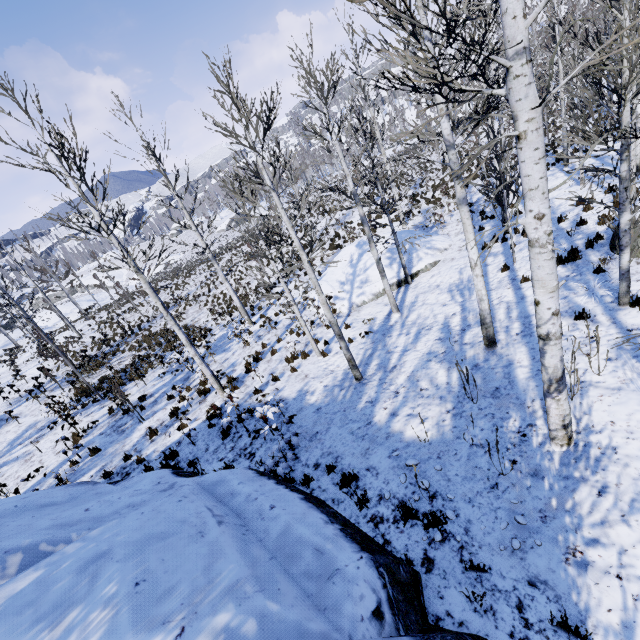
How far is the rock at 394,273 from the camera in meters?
15.1 m

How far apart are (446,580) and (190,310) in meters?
23.5

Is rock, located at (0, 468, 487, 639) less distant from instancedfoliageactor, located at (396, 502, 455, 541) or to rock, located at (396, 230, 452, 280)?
instancedfoliageactor, located at (396, 502, 455, 541)

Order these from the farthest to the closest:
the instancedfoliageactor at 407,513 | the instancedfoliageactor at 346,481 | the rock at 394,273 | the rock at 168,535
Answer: the rock at 394,273 < the instancedfoliageactor at 346,481 < the instancedfoliageactor at 407,513 < the rock at 168,535

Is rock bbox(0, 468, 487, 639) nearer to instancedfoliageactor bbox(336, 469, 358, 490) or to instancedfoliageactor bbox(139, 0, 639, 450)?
instancedfoliageactor bbox(336, 469, 358, 490)

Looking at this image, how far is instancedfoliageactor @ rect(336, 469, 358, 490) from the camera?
6.03m

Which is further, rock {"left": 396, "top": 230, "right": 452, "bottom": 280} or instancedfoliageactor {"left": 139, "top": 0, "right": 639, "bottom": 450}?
rock {"left": 396, "top": 230, "right": 452, "bottom": 280}
